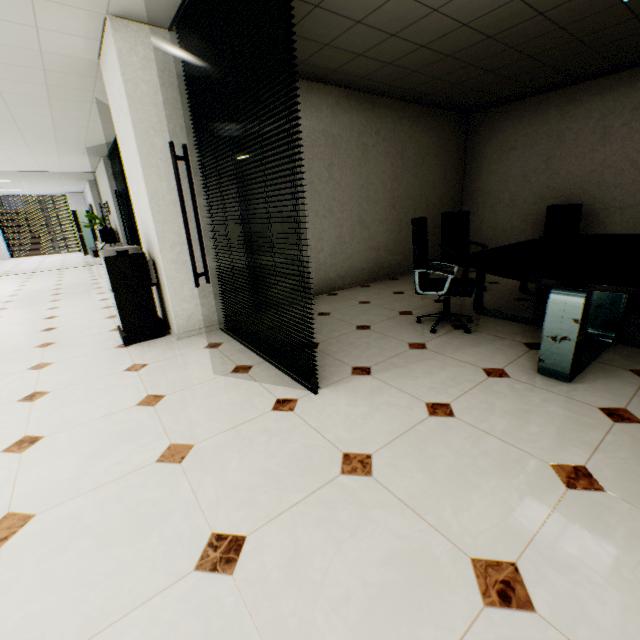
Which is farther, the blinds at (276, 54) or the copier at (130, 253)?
the copier at (130, 253)

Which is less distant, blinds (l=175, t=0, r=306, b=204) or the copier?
blinds (l=175, t=0, r=306, b=204)

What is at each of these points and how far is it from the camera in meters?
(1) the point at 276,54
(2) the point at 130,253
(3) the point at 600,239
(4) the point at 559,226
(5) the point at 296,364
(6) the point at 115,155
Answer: (1) blinds, 1.9
(2) copier, 3.6
(3) table, 4.1
(4) chair, 5.2
(5) blinds, 2.6
(6) blinds, 7.5

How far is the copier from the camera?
3.4 meters

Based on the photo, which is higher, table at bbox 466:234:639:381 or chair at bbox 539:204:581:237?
chair at bbox 539:204:581:237

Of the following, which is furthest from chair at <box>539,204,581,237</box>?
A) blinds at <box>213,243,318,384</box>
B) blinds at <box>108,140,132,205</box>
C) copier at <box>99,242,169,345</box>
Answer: blinds at <box>108,140,132,205</box>

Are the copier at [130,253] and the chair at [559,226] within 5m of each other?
no

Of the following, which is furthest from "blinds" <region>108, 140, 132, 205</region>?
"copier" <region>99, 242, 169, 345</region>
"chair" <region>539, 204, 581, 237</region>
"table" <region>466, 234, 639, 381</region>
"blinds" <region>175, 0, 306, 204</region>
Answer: "chair" <region>539, 204, 581, 237</region>
